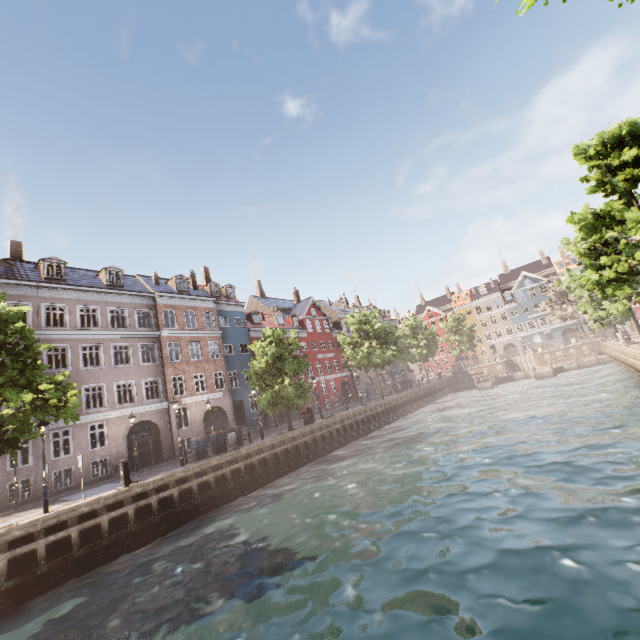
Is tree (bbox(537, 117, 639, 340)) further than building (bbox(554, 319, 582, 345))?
No

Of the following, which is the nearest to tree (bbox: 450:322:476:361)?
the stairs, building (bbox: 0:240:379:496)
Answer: building (bbox: 0:240:379:496)

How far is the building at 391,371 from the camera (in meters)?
54.53

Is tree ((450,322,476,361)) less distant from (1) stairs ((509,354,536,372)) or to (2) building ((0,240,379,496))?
(2) building ((0,240,379,496))

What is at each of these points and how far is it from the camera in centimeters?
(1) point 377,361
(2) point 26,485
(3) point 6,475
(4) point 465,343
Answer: (1) tree, 3397cm
(2) building, 2734cm
(3) building, 1831cm
(4) tree, 5816cm

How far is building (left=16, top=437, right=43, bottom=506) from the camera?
18.7m

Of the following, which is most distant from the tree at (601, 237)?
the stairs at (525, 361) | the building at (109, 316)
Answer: the stairs at (525, 361)
